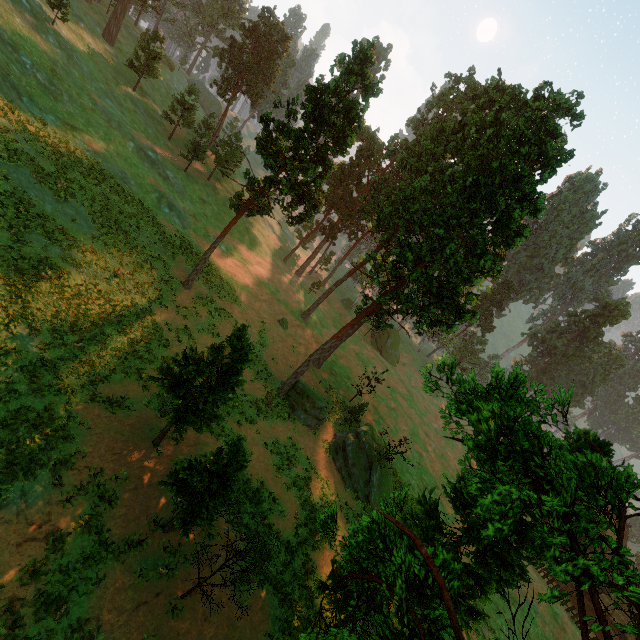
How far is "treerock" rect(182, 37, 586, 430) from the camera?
22.1 meters

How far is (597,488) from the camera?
5.79m

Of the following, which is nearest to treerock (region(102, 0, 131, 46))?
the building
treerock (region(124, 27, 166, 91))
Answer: treerock (region(124, 27, 166, 91))

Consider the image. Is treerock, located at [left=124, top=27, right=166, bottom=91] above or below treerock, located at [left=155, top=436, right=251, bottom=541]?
above

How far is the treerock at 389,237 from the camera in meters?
22.1

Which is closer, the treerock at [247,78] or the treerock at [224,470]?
the treerock at [224,470]
